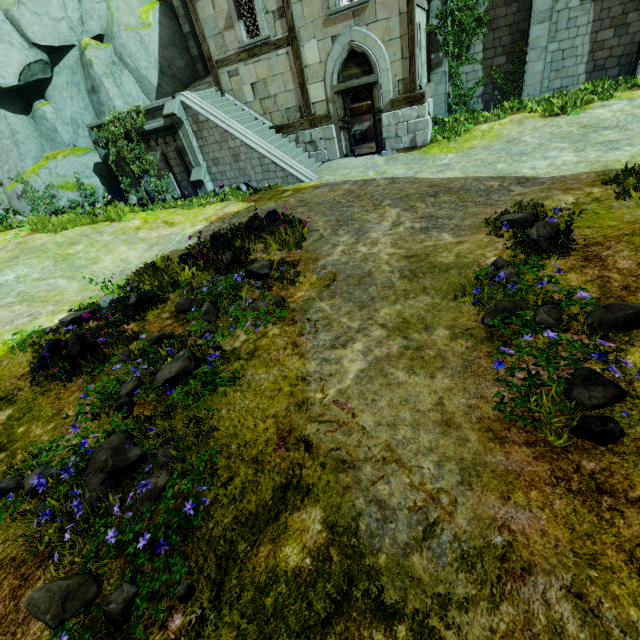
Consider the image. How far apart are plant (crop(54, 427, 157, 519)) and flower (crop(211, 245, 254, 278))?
4.28m

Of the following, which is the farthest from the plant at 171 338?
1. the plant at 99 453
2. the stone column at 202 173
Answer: the stone column at 202 173

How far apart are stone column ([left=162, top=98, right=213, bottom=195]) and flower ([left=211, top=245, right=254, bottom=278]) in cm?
810

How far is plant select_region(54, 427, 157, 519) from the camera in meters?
3.3

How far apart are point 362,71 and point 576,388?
13.5 meters

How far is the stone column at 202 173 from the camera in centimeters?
1232cm

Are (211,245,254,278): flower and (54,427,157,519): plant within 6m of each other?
yes

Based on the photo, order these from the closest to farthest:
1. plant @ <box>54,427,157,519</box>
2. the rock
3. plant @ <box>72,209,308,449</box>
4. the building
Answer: plant @ <box>54,427,157,519</box> → plant @ <box>72,209,308,449</box> → the building → the rock
